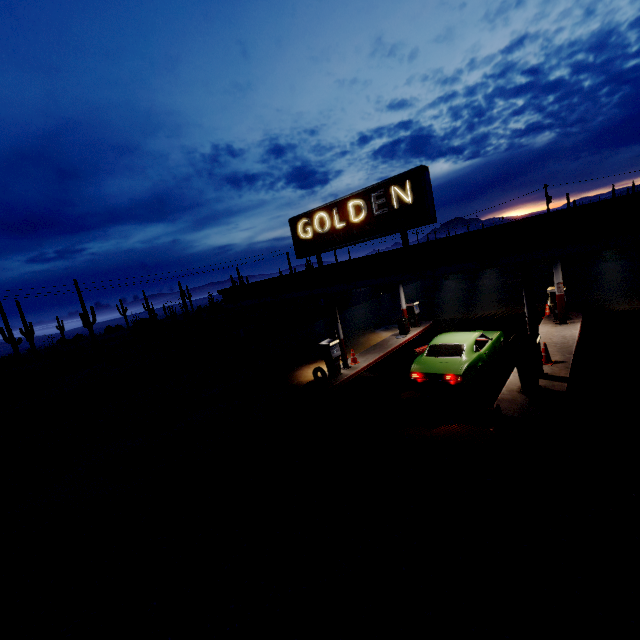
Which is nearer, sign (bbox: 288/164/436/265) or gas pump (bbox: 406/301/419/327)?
sign (bbox: 288/164/436/265)

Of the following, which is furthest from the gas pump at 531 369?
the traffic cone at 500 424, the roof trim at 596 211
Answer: the roof trim at 596 211

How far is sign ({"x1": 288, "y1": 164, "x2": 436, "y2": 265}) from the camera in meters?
8.9 m

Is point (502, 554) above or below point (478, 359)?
below

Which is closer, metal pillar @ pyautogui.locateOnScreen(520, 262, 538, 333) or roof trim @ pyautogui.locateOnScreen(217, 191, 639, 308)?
roof trim @ pyautogui.locateOnScreen(217, 191, 639, 308)

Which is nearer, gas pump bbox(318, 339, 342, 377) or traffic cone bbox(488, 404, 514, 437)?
traffic cone bbox(488, 404, 514, 437)

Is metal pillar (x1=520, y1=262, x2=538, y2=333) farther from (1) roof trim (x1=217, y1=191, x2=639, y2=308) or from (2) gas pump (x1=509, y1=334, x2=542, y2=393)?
(1) roof trim (x1=217, y1=191, x2=639, y2=308)

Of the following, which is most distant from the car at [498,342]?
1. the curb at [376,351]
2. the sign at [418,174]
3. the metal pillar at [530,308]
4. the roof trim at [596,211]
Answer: the sign at [418,174]
